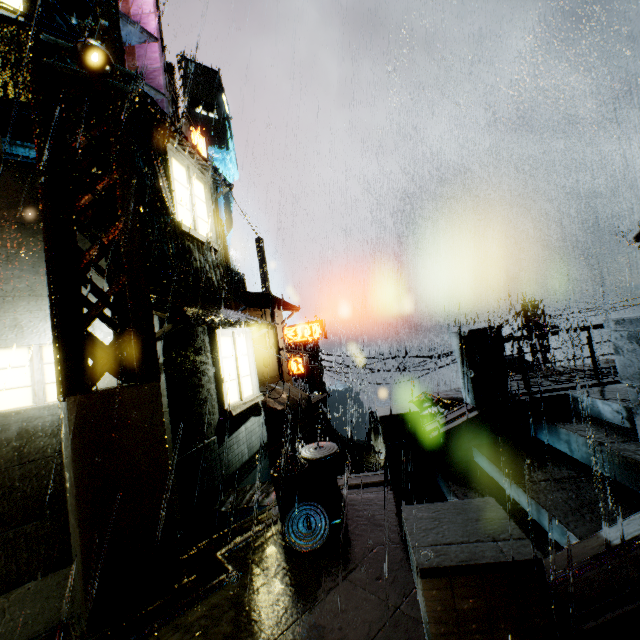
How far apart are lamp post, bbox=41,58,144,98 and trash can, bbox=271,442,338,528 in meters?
6.7

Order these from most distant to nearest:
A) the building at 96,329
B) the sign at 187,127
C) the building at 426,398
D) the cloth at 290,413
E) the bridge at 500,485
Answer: the cloth at 290,413
the sign at 187,127
the building at 426,398
the building at 96,329
the bridge at 500,485

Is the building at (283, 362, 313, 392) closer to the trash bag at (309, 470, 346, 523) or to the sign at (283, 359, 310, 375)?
the sign at (283, 359, 310, 375)

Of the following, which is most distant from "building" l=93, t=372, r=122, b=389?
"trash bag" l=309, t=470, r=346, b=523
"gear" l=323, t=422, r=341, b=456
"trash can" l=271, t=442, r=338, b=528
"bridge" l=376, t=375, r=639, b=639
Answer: "gear" l=323, t=422, r=341, b=456

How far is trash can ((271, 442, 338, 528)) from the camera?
5.7 meters

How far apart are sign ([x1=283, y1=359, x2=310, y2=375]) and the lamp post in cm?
2182

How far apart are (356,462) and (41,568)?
34.99m

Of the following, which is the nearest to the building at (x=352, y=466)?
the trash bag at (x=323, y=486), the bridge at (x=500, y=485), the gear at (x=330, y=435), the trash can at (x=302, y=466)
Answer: the bridge at (x=500, y=485)
